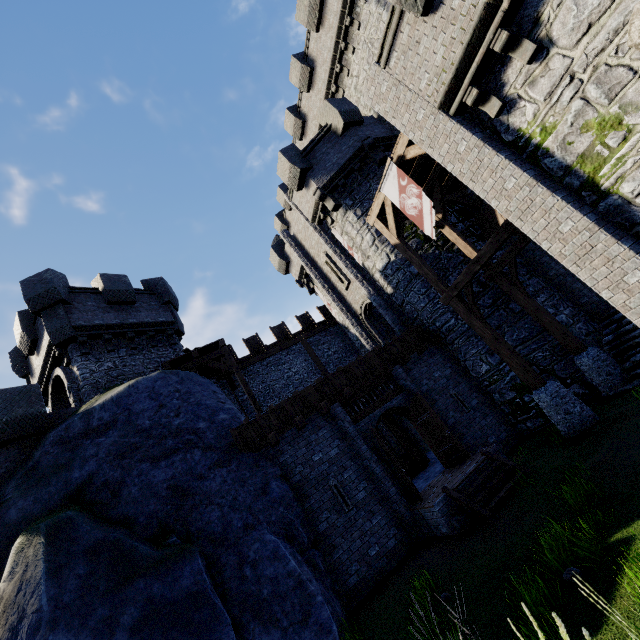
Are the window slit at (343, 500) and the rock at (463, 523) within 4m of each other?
yes

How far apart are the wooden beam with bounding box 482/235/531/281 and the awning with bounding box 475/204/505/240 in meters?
1.6 m

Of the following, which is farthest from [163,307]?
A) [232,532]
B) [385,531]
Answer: [385,531]

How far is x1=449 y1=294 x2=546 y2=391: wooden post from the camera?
9.65m

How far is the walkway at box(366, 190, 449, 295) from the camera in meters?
11.3

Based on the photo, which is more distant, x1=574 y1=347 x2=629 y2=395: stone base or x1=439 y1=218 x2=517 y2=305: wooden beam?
x1=574 y1=347 x2=629 y2=395: stone base

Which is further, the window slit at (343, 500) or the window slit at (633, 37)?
the window slit at (343, 500)

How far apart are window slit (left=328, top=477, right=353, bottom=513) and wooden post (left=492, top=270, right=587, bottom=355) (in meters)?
8.91
